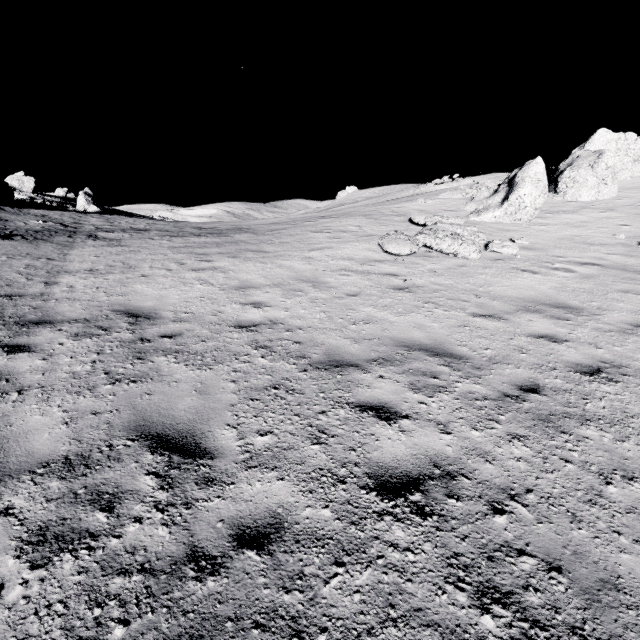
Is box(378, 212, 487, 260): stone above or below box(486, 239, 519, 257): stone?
above

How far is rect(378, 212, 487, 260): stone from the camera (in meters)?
10.06

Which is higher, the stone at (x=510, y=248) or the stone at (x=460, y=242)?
the stone at (x=460, y=242)

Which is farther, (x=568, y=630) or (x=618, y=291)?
(x=618, y=291)

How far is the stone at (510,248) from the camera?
10.5 meters
